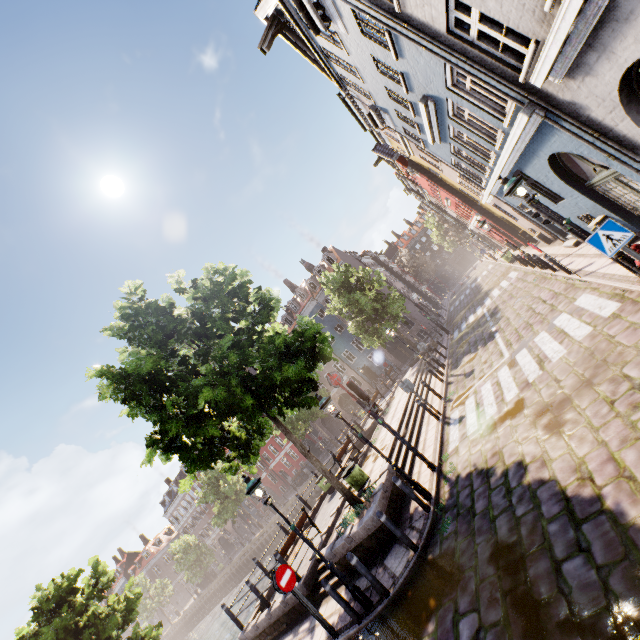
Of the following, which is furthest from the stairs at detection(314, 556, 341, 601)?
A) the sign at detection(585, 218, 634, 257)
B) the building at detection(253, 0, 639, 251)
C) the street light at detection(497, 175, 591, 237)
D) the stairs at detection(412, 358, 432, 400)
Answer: the building at detection(253, 0, 639, 251)

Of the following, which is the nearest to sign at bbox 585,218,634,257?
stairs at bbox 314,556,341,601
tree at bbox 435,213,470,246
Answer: tree at bbox 435,213,470,246

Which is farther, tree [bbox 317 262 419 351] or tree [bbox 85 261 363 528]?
tree [bbox 317 262 419 351]

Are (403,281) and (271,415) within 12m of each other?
no

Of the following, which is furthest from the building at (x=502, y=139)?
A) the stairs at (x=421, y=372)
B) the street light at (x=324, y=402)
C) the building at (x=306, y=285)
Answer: the building at (x=306, y=285)

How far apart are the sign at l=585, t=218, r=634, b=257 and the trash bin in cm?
956

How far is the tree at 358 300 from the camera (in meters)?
24.93

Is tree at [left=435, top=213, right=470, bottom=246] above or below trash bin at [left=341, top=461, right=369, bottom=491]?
above
